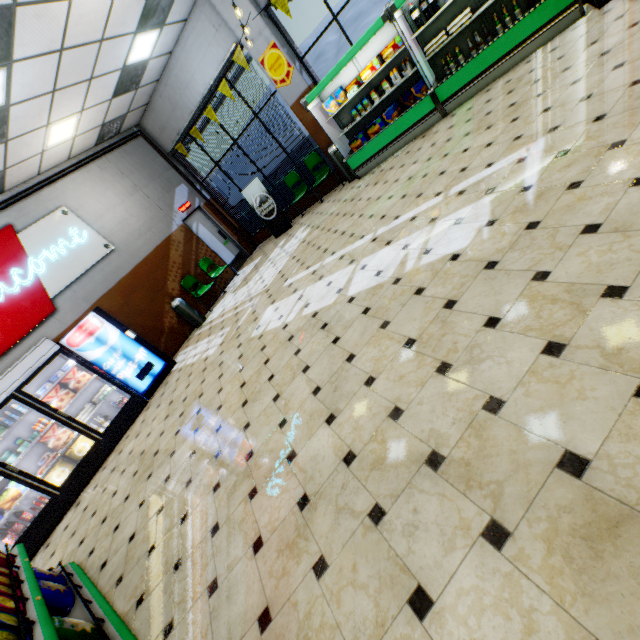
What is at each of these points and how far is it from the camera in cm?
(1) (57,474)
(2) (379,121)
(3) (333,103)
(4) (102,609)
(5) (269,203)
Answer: (1) boxed food, 585
(2) boxed frozen food, 694
(3) boxed frozen food, 706
(4) shelf, 269
(5) sign, 948

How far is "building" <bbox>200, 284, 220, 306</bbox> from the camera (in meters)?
9.66

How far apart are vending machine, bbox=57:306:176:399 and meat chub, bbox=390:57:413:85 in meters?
7.9 m

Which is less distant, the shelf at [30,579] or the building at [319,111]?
the shelf at [30,579]

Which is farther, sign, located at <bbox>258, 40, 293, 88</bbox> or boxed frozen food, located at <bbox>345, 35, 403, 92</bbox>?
sign, located at <bbox>258, 40, 293, 88</bbox>

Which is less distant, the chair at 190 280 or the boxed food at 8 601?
the boxed food at 8 601

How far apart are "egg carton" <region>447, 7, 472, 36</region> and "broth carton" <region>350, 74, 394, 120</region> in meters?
1.1 m

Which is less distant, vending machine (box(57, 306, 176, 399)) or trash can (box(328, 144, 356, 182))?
vending machine (box(57, 306, 176, 399))
